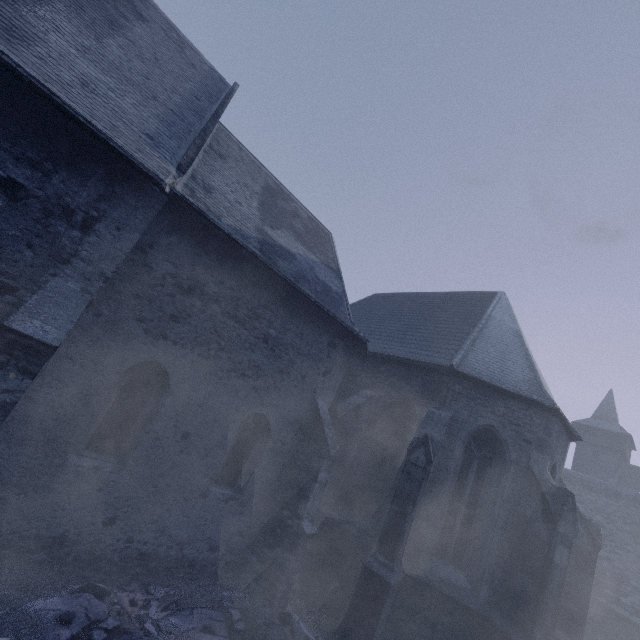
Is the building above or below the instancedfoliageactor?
above

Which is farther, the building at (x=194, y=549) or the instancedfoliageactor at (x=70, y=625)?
the building at (x=194, y=549)

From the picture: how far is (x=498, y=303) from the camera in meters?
12.3 m

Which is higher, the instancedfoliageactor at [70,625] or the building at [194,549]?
the building at [194,549]

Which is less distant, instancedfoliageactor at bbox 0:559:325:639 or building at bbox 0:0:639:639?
instancedfoliageactor at bbox 0:559:325:639
